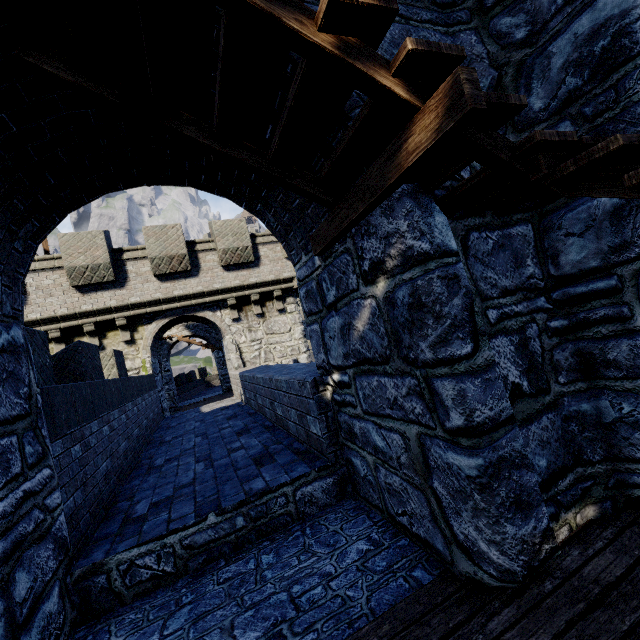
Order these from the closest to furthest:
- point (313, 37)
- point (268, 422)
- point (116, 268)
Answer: point (313, 37) → point (268, 422) → point (116, 268)
